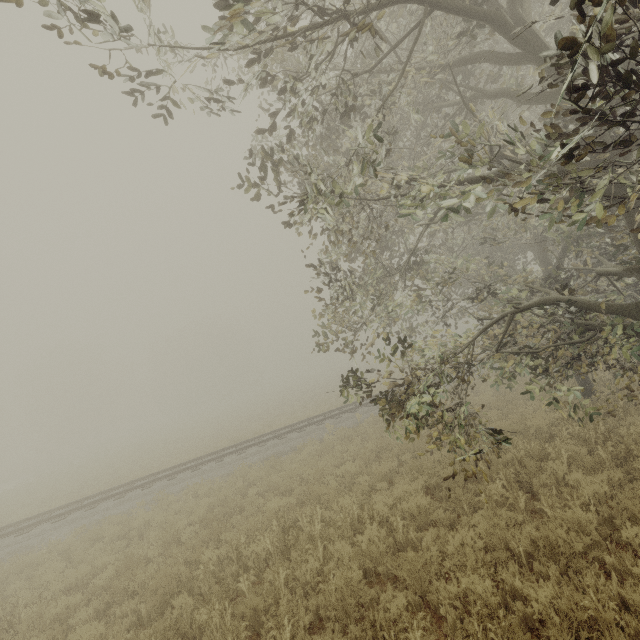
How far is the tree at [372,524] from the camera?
6.39m

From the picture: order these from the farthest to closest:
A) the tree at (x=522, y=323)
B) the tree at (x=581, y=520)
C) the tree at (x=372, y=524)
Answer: the tree at (x=372, y=524) → the tree at (x=581, y=520) → the tree at (x=522, y=323)

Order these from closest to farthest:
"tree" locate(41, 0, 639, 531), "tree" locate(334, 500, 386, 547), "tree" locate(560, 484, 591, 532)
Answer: "tree" locate(41, 0, 639, 531) < "tree" locate(560, 484, 591, 532) < "tree" locate(334, 500, 386, 547)

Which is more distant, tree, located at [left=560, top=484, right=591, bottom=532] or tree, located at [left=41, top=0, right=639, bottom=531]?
tree, located at [left=560, top=484, right=591, bottom=532]

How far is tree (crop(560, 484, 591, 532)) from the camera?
5.2 meters

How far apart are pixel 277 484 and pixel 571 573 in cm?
856
